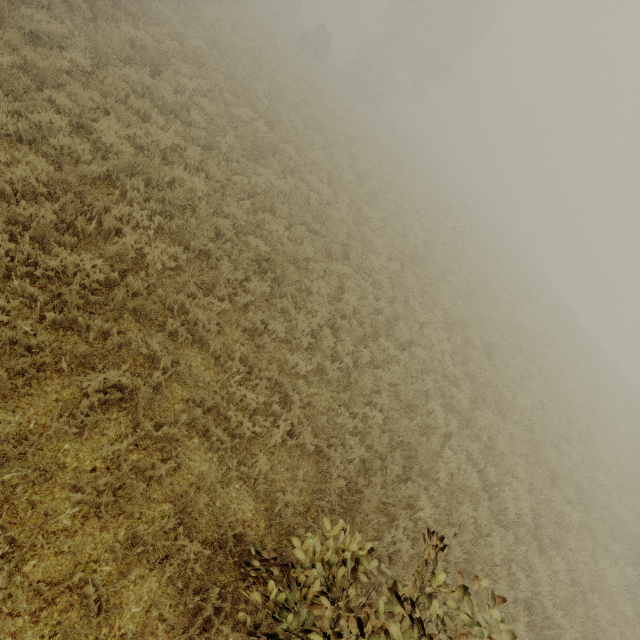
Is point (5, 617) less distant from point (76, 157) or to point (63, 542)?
point (63, 542)
